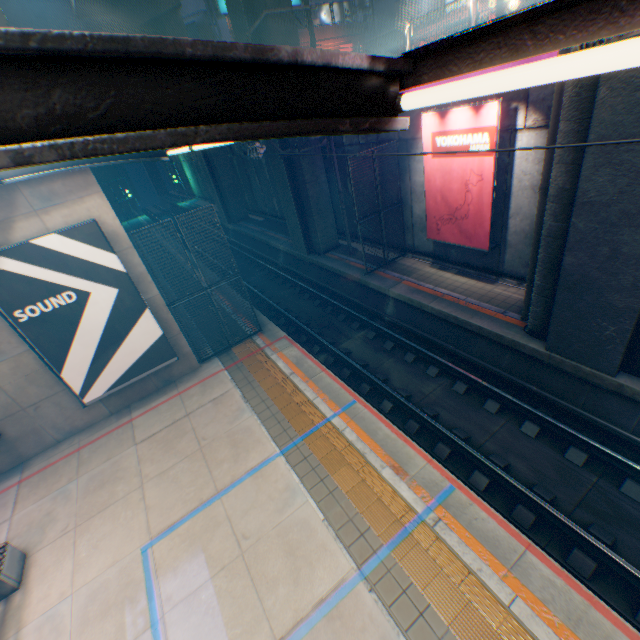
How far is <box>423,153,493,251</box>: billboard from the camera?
9.93m

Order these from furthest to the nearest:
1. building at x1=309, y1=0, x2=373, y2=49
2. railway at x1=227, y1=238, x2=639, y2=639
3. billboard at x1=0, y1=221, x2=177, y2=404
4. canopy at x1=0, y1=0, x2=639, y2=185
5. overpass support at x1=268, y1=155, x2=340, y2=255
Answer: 1. building at x1=309, y1=0, x2=373, y2=49
2. overpass support at x1=268, y1=155, x2=340, y2=255
3. billboard at x1=0, y1=221, x2=177, y2=404
4. railway at x1=227, y1=238, x2=639, y2=639
5. canopy at x1=0, y1=0, x2=639, y2=185

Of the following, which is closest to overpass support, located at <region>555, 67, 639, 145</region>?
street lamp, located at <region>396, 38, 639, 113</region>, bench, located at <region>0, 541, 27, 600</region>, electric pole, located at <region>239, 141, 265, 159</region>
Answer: electric pole, located at <region>239, 141, 265, 159</region>

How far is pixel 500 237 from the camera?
11.01m

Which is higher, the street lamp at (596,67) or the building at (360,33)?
the building at (360,33)

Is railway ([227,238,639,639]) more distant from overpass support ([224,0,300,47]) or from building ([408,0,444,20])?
building ([408,0,444,20])

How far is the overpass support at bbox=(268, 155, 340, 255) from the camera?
15.51m

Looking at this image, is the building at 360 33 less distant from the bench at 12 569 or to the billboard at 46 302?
the billboard at 46 302
